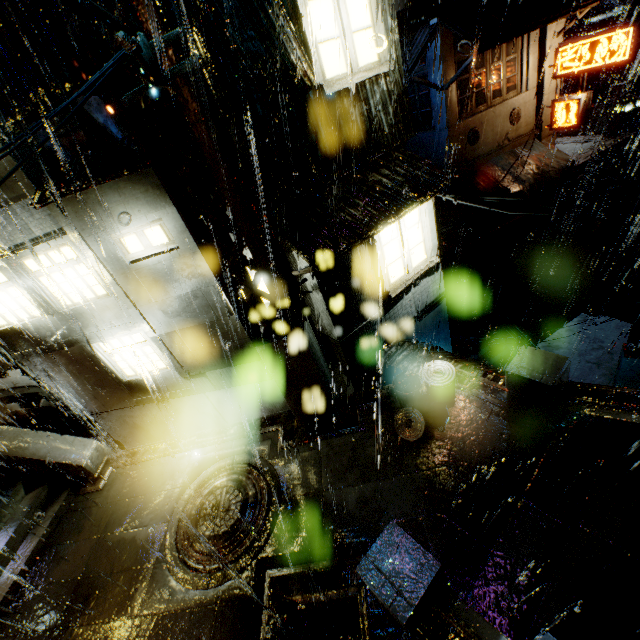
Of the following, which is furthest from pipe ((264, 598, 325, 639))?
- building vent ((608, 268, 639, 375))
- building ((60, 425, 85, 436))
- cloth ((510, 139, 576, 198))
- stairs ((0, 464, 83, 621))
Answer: building vent ((608, 268, 639, 375))

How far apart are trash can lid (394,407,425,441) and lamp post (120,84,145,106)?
7.49m

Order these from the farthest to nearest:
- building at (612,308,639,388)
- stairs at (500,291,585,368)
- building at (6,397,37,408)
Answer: stairs at (500,291,585,368) → building at (6,397,37,408) → building at (612,308,639,388)

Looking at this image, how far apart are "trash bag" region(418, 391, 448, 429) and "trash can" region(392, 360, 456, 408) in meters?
0.0 m

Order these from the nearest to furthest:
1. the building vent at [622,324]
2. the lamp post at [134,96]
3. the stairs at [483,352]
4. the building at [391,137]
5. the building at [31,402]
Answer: the lamp post at [134,96], the building at [391,137], the building at [31,402], the stairs at [483,352], the building vent at [622,324]

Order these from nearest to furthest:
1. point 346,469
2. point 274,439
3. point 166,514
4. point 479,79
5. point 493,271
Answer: point 346,469, point 166,514, point 274,439, point 479,79, point 493,271

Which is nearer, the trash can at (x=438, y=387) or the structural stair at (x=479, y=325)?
the trash can at (x=438, y=387)

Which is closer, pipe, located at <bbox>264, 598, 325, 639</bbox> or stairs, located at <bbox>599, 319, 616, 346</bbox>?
pipe, located at <bbox>264, 598, 325, 639</bbox>
